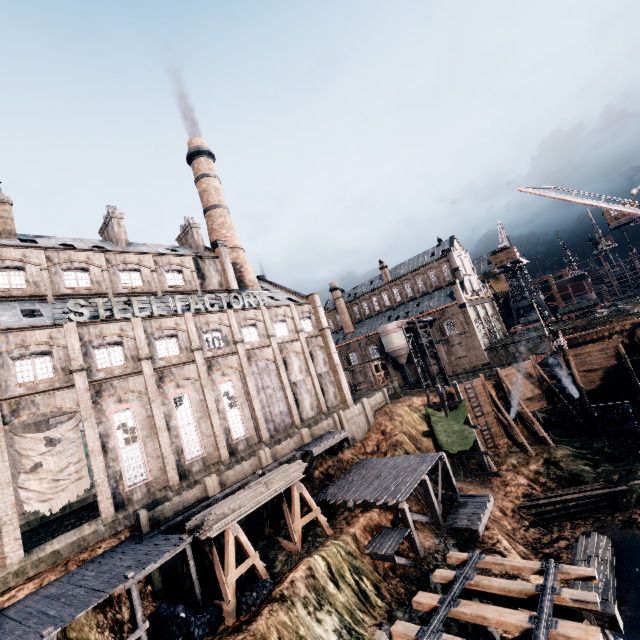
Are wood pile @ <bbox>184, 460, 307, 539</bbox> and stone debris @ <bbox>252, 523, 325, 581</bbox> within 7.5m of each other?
yes

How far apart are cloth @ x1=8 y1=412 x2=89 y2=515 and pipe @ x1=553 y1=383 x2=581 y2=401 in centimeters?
4679cm

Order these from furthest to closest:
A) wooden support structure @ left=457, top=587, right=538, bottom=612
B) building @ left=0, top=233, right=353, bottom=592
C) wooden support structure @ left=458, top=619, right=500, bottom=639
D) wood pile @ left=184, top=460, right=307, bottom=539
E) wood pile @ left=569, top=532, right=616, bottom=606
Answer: building @ left=0, top=233, right=353, bottom=592 → wood pile @ left=569, top=532, right=616, bottom=606 → wood pile @ left=184, top=460, right=307, bottom=539 → wooden support structure @ left=458, top=619, right=500, bottom=639 → wooden support structure @ left=457, top=587, right=538, bottom=612

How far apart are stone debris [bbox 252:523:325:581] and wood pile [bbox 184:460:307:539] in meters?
3.5

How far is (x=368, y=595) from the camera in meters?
17.9 m

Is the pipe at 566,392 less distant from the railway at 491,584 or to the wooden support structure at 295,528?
the railway at 491,584

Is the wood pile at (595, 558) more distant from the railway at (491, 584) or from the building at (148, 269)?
the building at (148, 269)

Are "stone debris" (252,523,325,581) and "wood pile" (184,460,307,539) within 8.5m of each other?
yes
